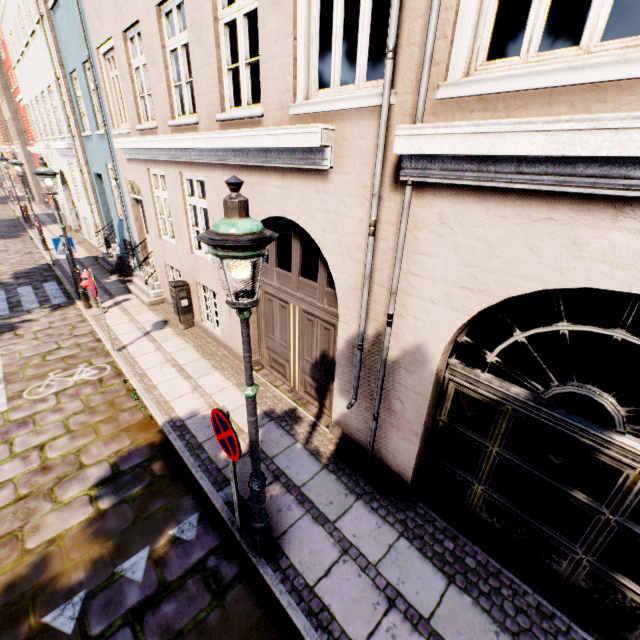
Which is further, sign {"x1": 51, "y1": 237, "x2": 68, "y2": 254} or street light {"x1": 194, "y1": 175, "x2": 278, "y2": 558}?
sign {"x1": 51, "y1": 237, "x2": 68, "y2": 254}

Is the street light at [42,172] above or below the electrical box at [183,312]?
above

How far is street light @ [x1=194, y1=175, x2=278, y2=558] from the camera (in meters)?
2.01

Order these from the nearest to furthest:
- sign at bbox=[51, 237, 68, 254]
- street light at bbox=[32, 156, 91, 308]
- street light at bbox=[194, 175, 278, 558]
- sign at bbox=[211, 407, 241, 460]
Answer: street light at bbox=[194, 175, 278, 558] → sign at bbox=[211, 407, 241, 460] → street light at bbox=[32, 156, 91, 308] → sign at bbox=[51, 237, 68, 254]

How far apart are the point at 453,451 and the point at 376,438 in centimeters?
108cm

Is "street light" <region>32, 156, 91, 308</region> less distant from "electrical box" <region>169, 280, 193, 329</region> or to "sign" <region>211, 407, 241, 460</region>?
"electrical box" <region>169, 280, 193, 329</region>

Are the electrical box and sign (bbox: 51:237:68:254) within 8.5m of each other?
Result: yes

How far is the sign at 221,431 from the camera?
3.0m
